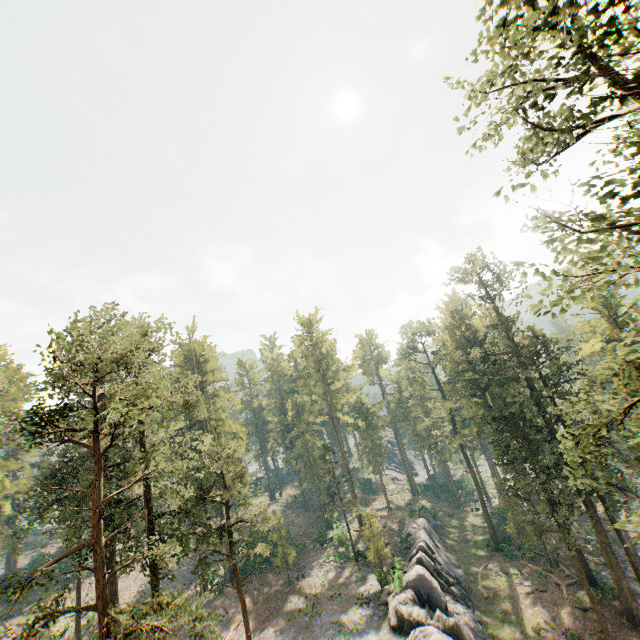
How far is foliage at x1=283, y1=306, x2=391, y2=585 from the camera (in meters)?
40.22

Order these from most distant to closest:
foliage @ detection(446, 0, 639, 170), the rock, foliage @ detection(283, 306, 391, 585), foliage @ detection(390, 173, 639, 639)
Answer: foliage @ detection(283, 306, 391, 585), the rock, foliage @ detection(390, 173, 639, 639), foliage @ detection(446, 0, 639, 170)

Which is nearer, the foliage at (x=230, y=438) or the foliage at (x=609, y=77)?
the foliage at (x=609, y=77)

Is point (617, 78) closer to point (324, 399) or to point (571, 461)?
point (571, 461)

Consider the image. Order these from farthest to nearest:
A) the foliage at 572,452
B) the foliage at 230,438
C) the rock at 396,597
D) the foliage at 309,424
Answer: the foliage at 309,424, the rock at 396,597, the foliage at 230,438, the foliage at 572,452

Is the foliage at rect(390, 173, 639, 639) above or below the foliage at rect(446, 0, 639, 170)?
below

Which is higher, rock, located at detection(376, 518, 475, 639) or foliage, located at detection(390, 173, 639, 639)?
foliage, located at detection(390, 173, 639, 639)
